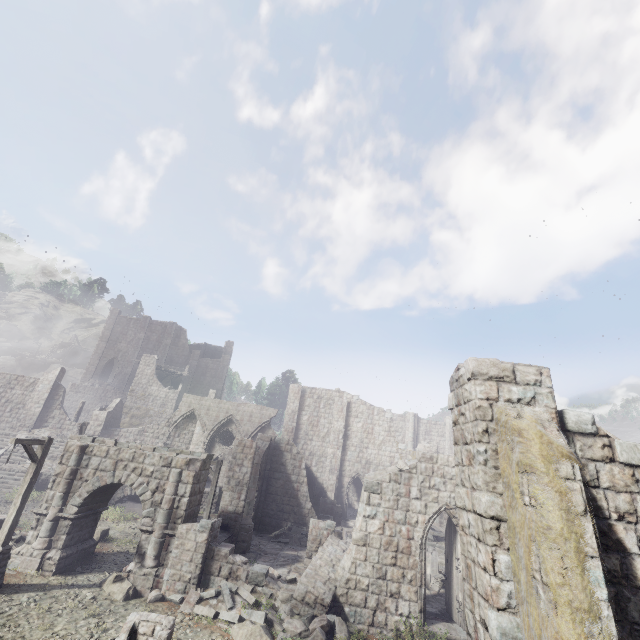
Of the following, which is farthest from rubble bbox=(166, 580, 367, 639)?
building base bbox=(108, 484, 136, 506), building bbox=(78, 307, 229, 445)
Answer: building bbox=(78, 307, 229, 445)

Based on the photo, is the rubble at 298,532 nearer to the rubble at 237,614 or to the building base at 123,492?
the rubble at 237,614

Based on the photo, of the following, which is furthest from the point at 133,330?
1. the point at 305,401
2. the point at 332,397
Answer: the point at 332,397

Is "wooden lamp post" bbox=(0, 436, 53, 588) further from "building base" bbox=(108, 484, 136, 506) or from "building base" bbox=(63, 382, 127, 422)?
"building base" bbox=(63, 382, 127, 422)

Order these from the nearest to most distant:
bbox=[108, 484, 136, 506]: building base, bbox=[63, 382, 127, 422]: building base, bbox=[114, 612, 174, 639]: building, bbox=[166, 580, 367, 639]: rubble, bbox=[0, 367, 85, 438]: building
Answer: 1. bbox=[114, 612, 174, 639]: building
2. bbox=[166, 580, 367, 639]: rubble
3. bbox=[108, 484, 136, 506]: building base
4. bbox=[0, 367, 85, 438]: building
5. bbox=[63, 382, 127, 422]: building base

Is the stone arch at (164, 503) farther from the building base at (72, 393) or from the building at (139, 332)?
the building base at (72, 393)

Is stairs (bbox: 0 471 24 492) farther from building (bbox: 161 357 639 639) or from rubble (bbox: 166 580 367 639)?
rubble (bbox: 166 580 367 639)

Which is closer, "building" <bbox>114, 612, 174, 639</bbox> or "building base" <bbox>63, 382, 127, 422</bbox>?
"building" <bbox>114, 612, 174, 639</bbox>
